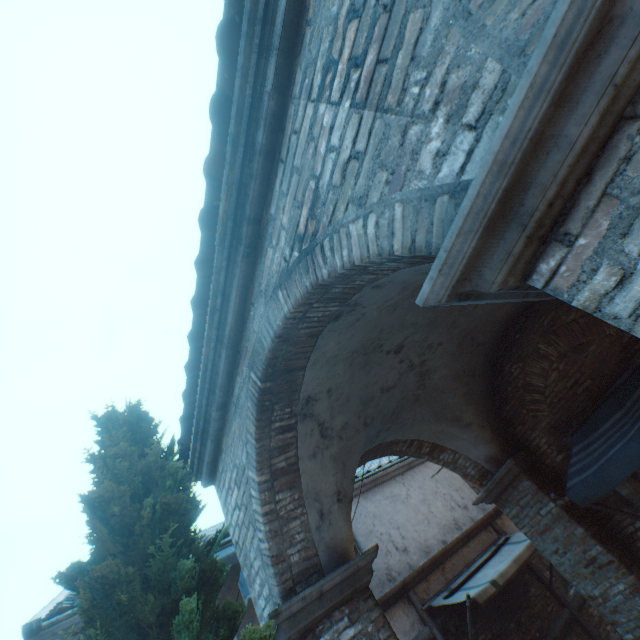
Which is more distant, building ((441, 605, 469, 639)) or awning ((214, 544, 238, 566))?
building ((441, 605, 469, 639))

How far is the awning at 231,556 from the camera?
6.0 meters

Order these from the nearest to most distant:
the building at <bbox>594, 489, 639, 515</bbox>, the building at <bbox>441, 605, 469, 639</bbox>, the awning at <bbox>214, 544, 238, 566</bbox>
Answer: the building at <bbox>594, 489, 639, 515</bbox>
the awning at <bbox>214, 544, 238, 566</bbox>
the building at <bbox>441, 605, 469, 639</bbox>

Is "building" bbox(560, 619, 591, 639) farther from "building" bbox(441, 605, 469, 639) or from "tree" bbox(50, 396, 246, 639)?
"tree" bbox(50, 396, 246, 639)

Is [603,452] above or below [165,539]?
below

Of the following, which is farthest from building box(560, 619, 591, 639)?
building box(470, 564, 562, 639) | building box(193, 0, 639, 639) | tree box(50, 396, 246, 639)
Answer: tree box(50, 396, 246, 639)

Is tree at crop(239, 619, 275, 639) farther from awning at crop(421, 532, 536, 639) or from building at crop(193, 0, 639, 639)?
awning at crop(421, 532, 536, 639)

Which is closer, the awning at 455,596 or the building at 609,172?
the building at 609,172
